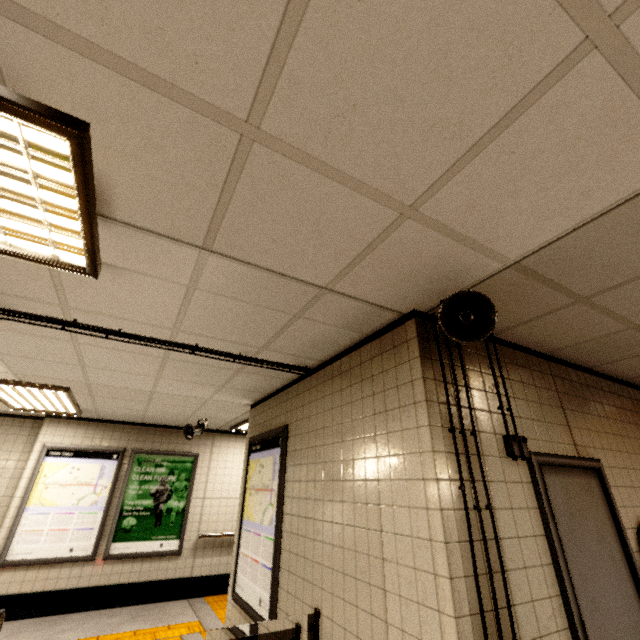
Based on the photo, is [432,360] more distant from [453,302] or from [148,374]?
[148,374]

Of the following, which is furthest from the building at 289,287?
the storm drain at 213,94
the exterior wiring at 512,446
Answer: the exterior wiring at 512,446

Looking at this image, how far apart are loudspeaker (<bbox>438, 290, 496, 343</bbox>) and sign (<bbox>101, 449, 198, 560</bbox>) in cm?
652

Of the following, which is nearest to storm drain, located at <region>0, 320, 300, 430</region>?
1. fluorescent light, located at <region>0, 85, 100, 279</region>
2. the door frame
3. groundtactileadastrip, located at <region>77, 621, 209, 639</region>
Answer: fluorescent light, located at <region>0, 85, 100, 279</region>

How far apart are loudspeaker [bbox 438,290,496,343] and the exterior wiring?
0.5m

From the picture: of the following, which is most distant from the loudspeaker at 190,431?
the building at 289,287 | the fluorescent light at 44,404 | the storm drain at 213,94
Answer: the building at 289,287

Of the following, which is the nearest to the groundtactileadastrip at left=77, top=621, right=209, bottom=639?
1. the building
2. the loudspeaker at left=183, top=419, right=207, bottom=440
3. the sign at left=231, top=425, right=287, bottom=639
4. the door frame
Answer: the building

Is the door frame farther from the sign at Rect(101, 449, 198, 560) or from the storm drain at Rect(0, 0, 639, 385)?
the sign at Rect(101, 449, 198, 560)
